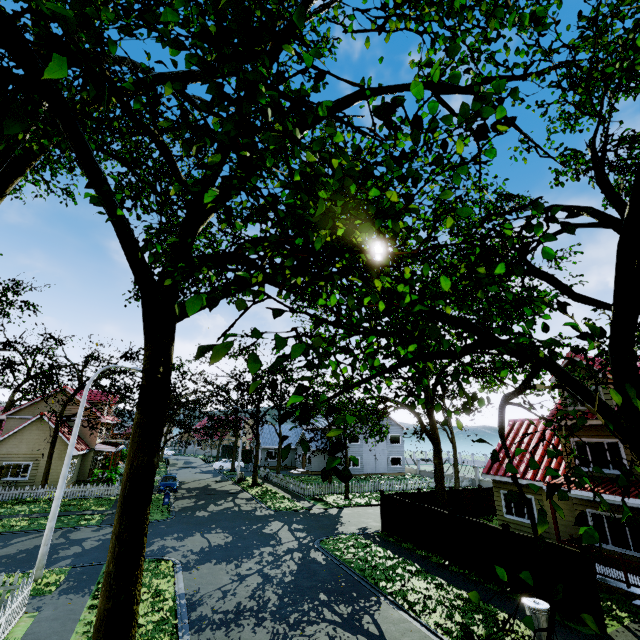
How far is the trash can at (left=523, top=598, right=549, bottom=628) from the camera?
9.1 meters

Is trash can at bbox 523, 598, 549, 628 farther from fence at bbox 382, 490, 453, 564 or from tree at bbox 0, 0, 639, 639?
tree at bbox 0, 0, 639, 639

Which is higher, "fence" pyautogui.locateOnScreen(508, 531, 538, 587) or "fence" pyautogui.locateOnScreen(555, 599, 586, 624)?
"fence" pyautogui.locateOnScreen(508, 531, 538, 587)

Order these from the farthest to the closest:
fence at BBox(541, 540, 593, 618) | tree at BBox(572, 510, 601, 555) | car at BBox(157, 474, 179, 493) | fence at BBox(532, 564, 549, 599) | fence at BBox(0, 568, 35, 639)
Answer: car at BBox(157, 474, 179, 493), fence at BBox(532, 564, 549, 599), fence at BBox(541, 540, 593, 618), fence at BBox(0, 568, 35, 639), tree at BBox(572, 510, 601, 555)

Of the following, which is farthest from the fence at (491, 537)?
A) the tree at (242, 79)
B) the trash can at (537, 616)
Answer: the trash can at (537, 616)

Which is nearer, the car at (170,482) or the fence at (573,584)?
the fence at (573,584)

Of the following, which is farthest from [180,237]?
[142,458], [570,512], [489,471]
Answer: [489,471]

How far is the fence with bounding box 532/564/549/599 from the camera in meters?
11.2 m
